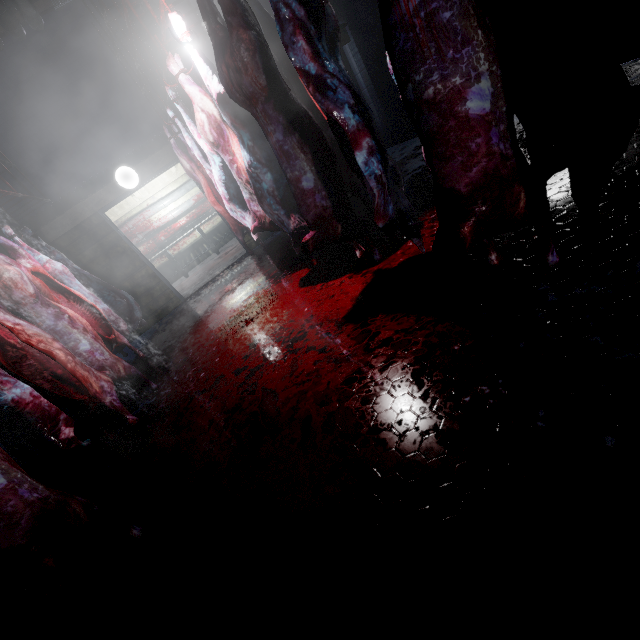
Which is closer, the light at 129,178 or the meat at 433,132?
the meat at 433,132

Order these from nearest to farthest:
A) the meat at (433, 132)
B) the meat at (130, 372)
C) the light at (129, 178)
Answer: the meat at (433, 132)
the meat at (130, 372)
the light at (129, 178)

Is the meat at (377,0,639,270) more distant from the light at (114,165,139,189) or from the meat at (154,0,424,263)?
the light at (114,165,139,189)

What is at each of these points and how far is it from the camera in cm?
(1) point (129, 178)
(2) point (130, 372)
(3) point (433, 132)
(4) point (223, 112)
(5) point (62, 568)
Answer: (1) light, 486
(2) meat, 314
(3) meat, 103
(4) meat, 239
(5) meat, 123

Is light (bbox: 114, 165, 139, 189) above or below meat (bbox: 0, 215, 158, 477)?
above

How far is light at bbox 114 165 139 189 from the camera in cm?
482

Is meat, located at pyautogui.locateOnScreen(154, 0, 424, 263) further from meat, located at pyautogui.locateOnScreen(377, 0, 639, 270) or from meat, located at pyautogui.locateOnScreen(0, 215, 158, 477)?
meat, located at pyautogui.locateOnScreen(0, 215, 158, 477)

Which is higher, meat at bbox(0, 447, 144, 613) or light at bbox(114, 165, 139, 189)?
light at bbox(114, 165, 139, 189)
